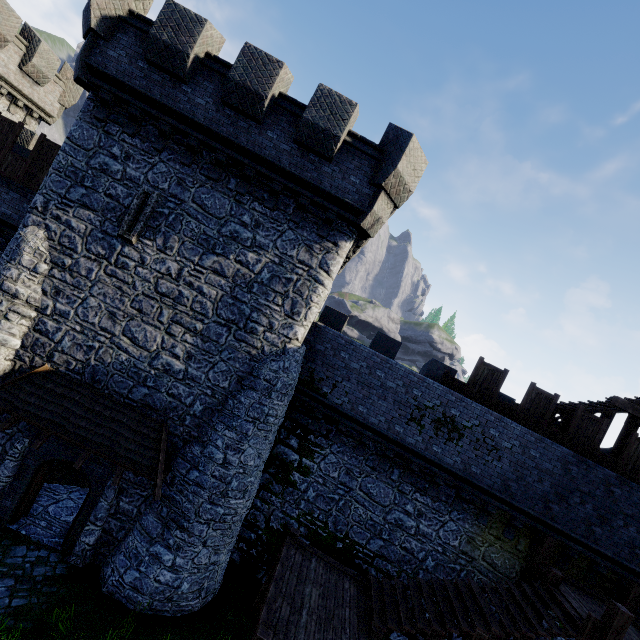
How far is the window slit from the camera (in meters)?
10.34

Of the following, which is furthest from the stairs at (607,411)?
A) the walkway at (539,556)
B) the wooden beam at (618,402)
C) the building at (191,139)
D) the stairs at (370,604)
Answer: the building at (191,139)

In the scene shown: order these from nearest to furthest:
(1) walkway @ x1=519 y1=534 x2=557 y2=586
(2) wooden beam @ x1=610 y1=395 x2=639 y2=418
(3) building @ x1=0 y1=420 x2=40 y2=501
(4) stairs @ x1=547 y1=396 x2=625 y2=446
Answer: (3) building @ x1=0 y1=420 x2=40 y2=501
(1) walkway @ x1=519 y1=534 x2=557 y2=586
(2) wooden beam @ x1=610 y1=395 x2=639 y2=418
(4) stairs @ x1=547 y1=396 x2=625 y2=446

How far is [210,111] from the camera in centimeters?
1006cm

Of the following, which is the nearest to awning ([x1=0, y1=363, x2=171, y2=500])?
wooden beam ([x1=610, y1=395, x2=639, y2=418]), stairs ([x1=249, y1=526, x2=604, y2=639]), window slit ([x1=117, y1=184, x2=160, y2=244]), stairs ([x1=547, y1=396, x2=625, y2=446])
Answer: stairs ([x1=249, y1=526, x2=604, y2=639])

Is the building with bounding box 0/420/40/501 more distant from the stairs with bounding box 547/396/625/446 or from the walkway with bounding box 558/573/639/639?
the walkway with bounding box 558/573/639/639

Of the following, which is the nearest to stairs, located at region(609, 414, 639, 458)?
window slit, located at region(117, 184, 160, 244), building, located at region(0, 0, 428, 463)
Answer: building, located at region(0, 0, 428, 463)

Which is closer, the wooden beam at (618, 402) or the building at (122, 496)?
the building at (122, 496)
